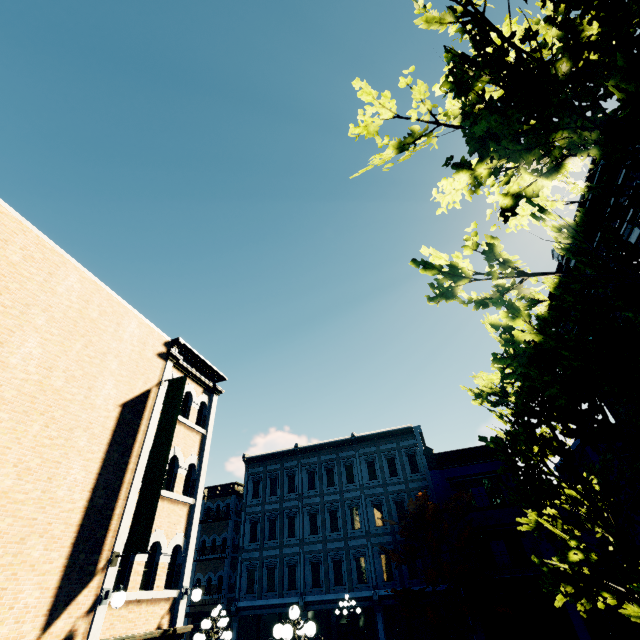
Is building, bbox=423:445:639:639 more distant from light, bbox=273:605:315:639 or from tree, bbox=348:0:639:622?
light, bbox=273:605:315:639

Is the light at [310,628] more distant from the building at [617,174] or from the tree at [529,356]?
the building at [617,174]

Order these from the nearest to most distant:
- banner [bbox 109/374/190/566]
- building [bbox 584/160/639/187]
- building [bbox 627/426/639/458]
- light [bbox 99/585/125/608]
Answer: light [bbox 99/585/125/608], banner [bbox 109/374/190/566], building [bbox 584/160/639/187], building [bbox 627/426/639/458]

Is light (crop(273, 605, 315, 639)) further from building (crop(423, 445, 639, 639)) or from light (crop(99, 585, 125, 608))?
building (crop(423, 445, 639, 639))

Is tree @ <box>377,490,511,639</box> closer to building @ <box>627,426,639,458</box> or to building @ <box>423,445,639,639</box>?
building @ <box>423,445,639,639</box>

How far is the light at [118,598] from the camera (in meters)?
7.46

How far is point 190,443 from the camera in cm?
1217

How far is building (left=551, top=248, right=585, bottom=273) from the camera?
14.3 meters
